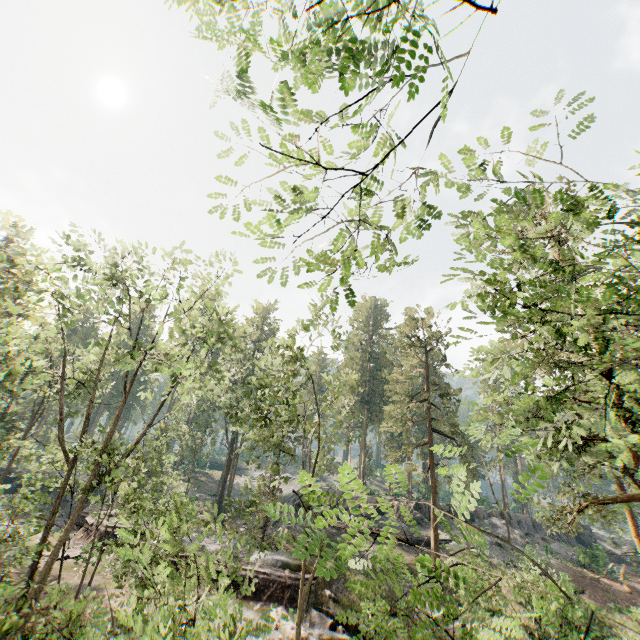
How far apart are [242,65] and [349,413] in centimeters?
5057cm

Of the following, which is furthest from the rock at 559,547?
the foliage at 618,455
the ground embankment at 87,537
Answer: the ground embankment at 87,537

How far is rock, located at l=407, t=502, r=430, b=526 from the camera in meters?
35.9 m

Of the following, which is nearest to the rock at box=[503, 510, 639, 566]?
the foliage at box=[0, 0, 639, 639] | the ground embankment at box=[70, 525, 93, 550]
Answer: the foliage at box=[0, 0, 639, 639]

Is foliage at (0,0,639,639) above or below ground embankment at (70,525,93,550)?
above

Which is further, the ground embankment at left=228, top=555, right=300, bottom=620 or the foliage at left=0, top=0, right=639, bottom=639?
the ground embankment at left=228, top=555, right=300, bottom=620

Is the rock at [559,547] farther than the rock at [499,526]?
No

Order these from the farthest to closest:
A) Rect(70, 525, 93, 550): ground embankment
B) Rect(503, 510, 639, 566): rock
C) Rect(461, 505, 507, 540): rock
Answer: Rect(461, 505, 507, 540): rock, Rect(503, 510, 639, 566): rock, Rect(70, 525, 93, 550): ground embankment
